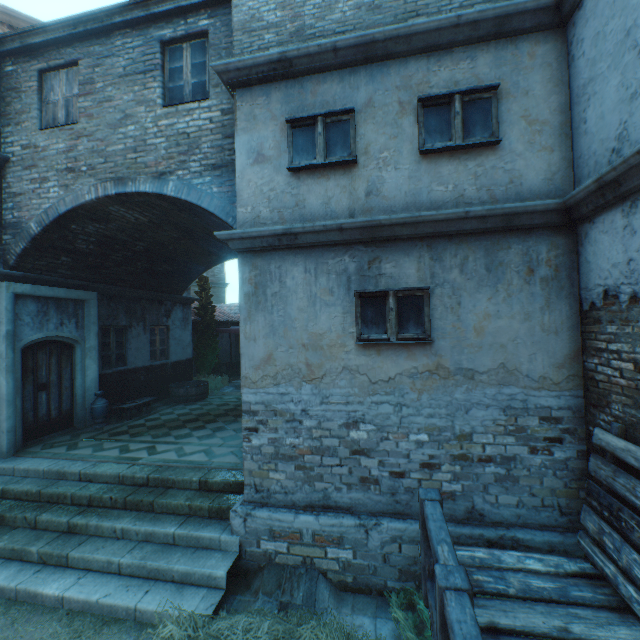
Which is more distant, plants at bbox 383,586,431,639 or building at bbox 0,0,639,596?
building at bbox 0,0,639,596

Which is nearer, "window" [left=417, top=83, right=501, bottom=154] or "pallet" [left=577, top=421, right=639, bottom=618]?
"pallet" [left=577, top=421, right=639, bottom=618]

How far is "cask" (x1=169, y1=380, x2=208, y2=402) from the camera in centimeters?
1128cm

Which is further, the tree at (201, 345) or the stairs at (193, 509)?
the tree at (201, 345)

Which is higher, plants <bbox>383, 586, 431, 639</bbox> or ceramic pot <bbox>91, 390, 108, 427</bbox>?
ceramic pot <bbox>91, 390, 108, 427</bbox>

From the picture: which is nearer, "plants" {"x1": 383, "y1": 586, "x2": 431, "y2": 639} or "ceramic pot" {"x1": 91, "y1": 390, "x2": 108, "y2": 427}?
"plants" {"x1": 383, "y1": 586, "x2": 431, "y2": 639}

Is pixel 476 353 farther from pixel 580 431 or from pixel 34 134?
pixel 34 134

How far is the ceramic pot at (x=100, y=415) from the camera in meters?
8.6
